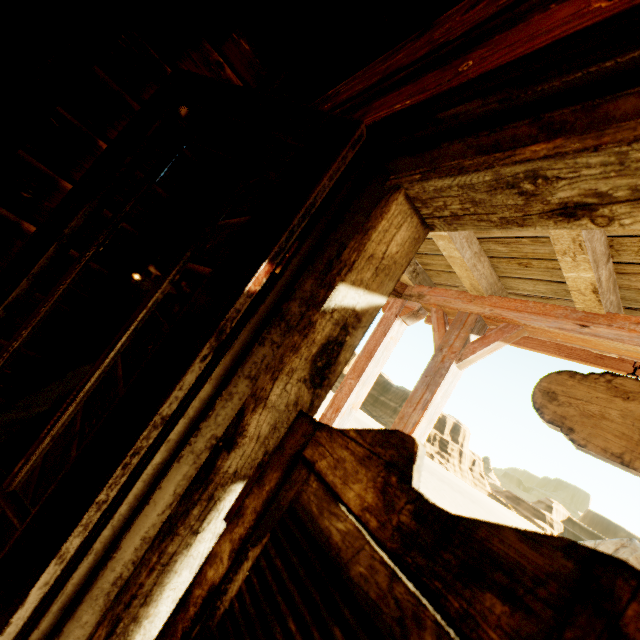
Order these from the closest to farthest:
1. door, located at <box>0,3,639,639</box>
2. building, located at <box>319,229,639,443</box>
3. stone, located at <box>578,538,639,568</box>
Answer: door, located at <box>0,3,639,639</box>, building, located at <box>319,229,639,443</box>, stone, located at <box>578,538,639,568</box>

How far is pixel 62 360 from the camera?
1.5 meters

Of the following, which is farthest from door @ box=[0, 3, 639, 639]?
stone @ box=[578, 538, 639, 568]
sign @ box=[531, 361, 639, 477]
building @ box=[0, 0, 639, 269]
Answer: stone @ box=[578, 538, 639, 568]

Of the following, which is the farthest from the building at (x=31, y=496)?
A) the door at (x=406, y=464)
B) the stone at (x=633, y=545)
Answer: the stone at (x=633, y=545)

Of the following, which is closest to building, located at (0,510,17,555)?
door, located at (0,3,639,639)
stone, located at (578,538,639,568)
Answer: door, located at (0,3,639,639)

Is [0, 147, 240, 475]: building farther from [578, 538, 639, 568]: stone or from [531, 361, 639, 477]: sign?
[578, 538, 639, 568]: stone

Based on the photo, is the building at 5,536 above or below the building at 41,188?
below
